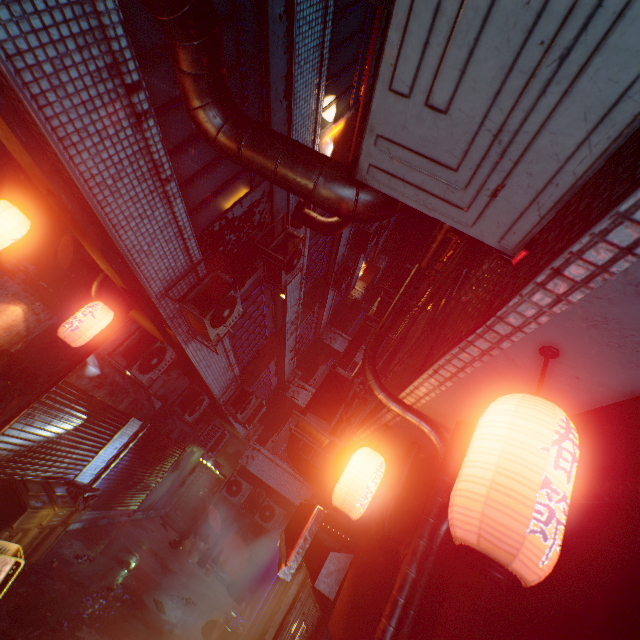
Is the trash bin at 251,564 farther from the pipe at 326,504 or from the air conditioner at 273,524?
the pipe at 326,504

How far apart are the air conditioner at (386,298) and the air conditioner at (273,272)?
1.6 meters

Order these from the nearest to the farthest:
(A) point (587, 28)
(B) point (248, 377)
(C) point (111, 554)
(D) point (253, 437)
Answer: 1. (A) point (587, 28)
2. (C) point (111, 554)
3. (B) point (248, 377)
4. (D) point (253, 437)

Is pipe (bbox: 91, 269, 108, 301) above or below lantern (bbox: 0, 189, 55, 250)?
above

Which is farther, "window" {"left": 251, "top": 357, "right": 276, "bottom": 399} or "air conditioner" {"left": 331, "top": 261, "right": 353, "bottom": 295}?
"air conditioner" {"left": 331, "top": 261, "right": 353, "bottom": 295}

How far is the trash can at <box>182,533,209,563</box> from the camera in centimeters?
1002cm

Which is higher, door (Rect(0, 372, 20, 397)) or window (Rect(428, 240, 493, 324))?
window (Rect(428, 240, 493, 324))

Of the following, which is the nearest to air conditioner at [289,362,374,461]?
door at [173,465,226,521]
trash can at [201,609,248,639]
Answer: trash can at [201,609,248,639]
